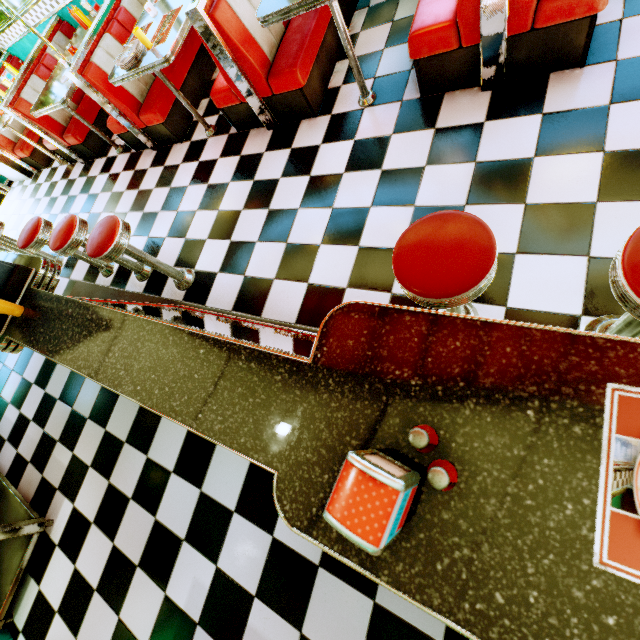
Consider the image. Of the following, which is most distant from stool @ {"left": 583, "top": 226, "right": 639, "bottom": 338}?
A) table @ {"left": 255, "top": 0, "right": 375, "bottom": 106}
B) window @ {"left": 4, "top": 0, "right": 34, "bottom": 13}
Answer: window @ {"left": 4, "top": 0, "right": 34, "bottom": 13}

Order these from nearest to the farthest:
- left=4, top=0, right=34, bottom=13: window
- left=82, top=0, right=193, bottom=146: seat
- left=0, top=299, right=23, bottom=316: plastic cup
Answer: left=0, top=299, right=23, bottom=316: plastic cup < left=82, top=0, right=193, bottom=146: seat < left=4, top=0, right=34, bottom=13: window

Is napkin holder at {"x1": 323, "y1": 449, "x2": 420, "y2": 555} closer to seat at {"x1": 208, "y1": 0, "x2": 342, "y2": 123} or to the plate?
seat at {"x1": 208, "y1": 0, "x2": 342, "y2": 123}

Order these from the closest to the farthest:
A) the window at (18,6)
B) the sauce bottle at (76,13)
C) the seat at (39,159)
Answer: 1. the sauce bottle at (76,13)
2. the window at (18,6)
3. the seat at (39,159)

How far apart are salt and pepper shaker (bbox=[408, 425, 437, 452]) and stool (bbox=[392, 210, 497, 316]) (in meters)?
0.61

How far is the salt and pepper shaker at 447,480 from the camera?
0.6m

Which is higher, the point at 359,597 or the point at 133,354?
the point at 133,354

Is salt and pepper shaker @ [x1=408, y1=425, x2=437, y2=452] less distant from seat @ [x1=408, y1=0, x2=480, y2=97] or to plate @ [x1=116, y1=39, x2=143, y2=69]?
seat @ [x1=408, y1=0, x2=480, y2=97]
